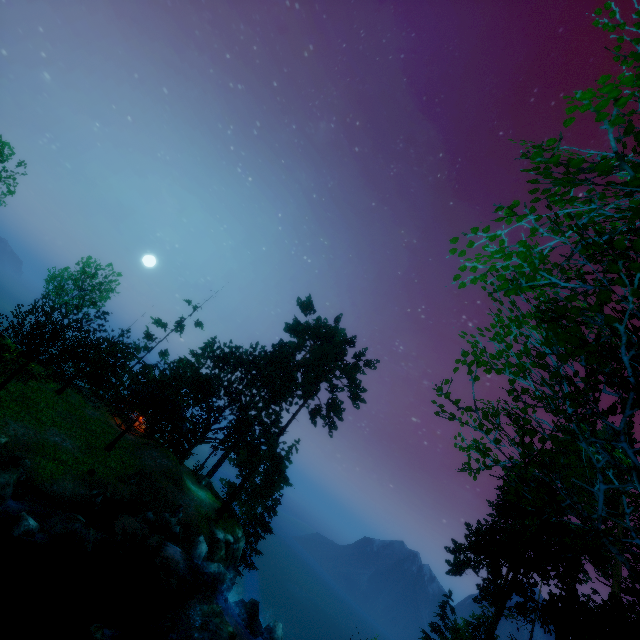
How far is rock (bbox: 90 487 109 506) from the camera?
18.1 meters

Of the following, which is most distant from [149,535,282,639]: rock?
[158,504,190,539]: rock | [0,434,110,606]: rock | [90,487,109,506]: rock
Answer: [90,487,109,506]: rock

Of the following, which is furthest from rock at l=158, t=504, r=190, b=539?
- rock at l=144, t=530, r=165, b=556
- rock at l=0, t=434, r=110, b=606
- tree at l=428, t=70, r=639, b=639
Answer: rock at l=0, t=434, r=110, b=606

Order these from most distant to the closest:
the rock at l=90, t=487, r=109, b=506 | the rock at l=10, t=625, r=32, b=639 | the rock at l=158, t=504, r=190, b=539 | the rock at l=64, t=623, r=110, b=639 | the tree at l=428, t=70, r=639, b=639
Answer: the rock at l=158, t=504, r=190, b=539
the rock at l=90, t=487, r=109, b=506
the rock at l=10, t=625, r=32, b=639
the rock at l=64, t=623, r=110, b=639
the tree at l=428, t=70, r=639, b=639

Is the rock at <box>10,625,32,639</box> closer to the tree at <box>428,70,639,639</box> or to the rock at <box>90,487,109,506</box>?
the rock at <box>90,487,109,506</box>

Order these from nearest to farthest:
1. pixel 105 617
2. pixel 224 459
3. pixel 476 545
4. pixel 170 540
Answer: pixel 105 617
pixel 170 540
pixel 476 545
pixel 224 459

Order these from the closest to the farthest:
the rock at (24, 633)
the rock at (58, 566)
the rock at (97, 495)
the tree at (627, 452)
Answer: the tree at (627, 452)
the rock at (24, 633)
the rock at (58, 566)
the rock at (97, 495)

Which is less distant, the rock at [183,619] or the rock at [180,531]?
the rock at [183,619]
